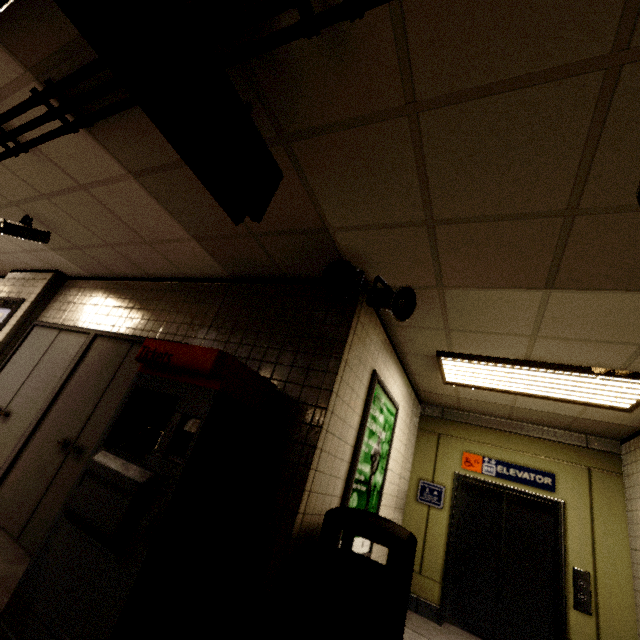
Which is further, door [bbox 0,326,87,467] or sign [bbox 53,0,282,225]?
door [bbox 0,326,87,467]

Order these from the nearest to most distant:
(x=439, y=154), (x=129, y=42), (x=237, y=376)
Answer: (x=129, y=42), (x=439, y=154), (x=237, y=376)

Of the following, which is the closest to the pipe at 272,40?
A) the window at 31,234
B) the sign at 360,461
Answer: the window at 31,234

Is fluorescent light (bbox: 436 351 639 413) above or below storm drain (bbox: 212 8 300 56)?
below

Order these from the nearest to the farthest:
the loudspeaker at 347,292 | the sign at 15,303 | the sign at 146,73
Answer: the sign at 146,73, the loudspeaker at 347,292, the sign at 15,303

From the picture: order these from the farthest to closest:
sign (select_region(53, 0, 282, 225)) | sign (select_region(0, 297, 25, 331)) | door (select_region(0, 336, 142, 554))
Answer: sign (select_region(0, 297, 25, 331)) < door (select_region(0, 336, 142, 554)) < sign (select_region(53, 0, 282, 225))

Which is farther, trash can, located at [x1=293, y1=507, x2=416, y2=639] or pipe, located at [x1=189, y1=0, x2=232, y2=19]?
trash can, located at [x1=293, y1=507, x2=416, y2=639]

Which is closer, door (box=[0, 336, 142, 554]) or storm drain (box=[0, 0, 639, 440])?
storm drain (box=[0, 0, 639, 440])
